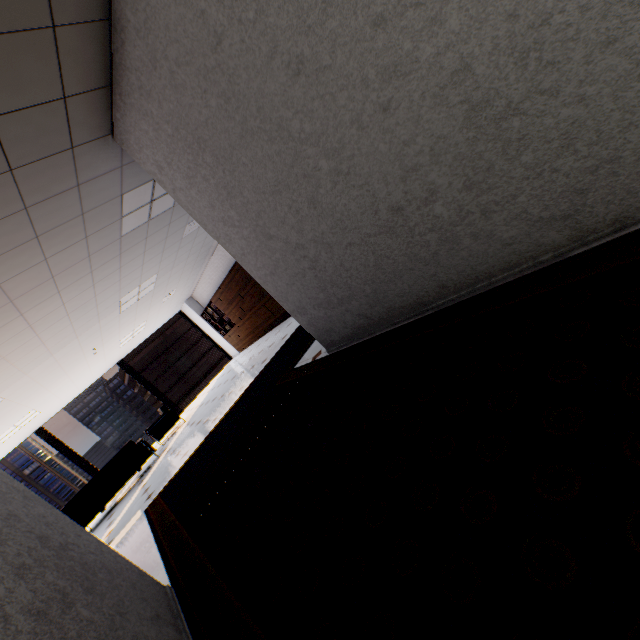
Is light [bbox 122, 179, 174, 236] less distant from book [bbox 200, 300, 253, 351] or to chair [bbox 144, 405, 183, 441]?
→ chair [bbox 144, 405, 183, 441]

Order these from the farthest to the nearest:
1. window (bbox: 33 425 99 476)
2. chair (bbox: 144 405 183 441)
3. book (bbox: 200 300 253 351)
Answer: book (bbox: 200 300 253 351) → window (bbox: 33 425 99 476) → chair (bbox: 144 405 183 441)

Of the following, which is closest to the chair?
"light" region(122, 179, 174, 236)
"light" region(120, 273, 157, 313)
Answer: "light" region(120, 273, 157, 313)

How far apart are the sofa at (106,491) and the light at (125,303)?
2.9 meters

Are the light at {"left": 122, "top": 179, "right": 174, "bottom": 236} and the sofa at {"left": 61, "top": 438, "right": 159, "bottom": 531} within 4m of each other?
no

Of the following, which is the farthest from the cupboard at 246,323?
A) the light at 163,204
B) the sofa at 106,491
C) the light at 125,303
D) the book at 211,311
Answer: the sofa at 106,491

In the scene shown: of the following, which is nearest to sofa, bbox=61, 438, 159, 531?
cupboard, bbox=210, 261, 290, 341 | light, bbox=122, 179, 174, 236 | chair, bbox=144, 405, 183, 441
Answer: chair, bbox=144, 405, 183, 441

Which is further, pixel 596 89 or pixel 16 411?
pixel 16 411
